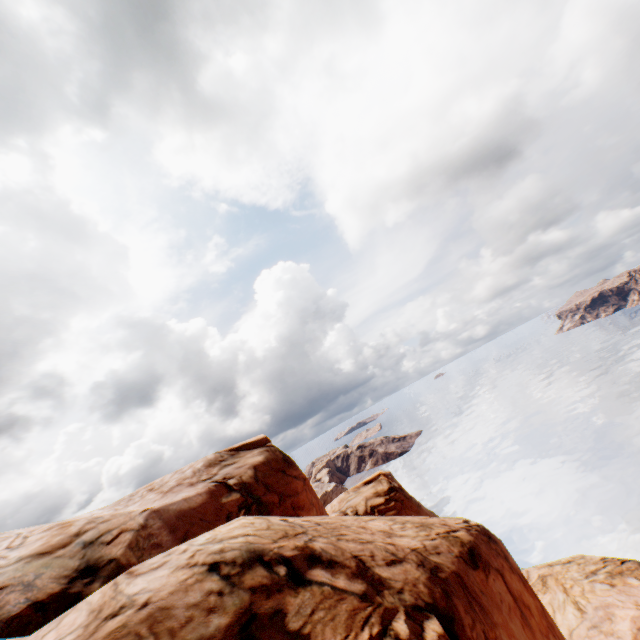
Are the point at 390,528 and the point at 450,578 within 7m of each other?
yes
